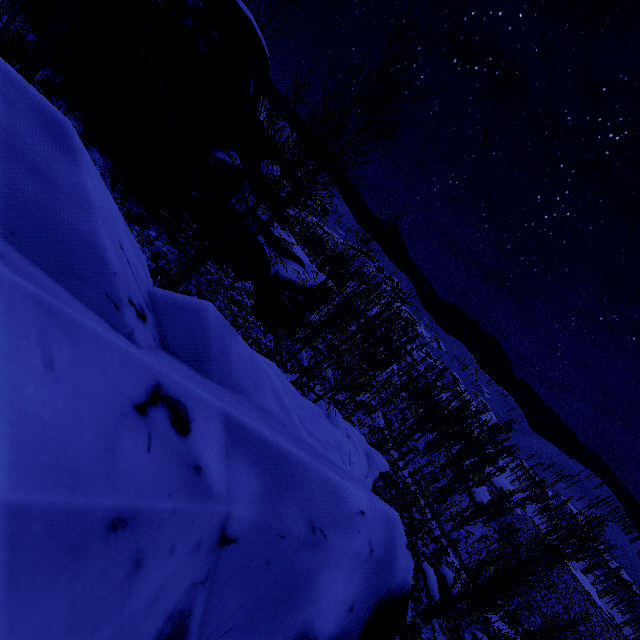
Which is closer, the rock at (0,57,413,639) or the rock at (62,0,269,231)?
the rock at (0,57,413,639)

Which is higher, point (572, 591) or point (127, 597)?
point (127, 597)

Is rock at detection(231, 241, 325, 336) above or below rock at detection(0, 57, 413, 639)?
below

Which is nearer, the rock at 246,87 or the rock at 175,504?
the rock at 175,504

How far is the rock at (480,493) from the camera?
52.7 meters

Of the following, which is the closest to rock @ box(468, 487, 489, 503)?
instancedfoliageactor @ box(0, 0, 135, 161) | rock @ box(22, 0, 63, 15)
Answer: instancedfoliageactor @ box(0, 0, 135, 161)

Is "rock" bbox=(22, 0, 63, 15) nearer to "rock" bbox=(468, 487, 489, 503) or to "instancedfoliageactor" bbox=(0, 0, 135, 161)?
"instancedfoliageactor" bbox=(0, 0, 135, 161)

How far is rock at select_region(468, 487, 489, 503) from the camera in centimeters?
5266cm
